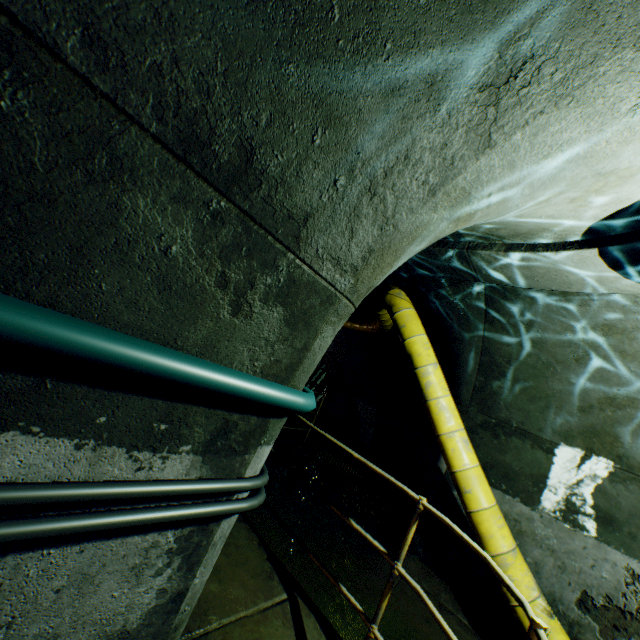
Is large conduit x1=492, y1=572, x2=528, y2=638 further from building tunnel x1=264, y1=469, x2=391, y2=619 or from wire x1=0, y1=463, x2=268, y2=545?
wire x1=0, y1=463, x2=268, y2=545

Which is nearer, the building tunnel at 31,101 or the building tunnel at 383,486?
the building tunnel at 31,101

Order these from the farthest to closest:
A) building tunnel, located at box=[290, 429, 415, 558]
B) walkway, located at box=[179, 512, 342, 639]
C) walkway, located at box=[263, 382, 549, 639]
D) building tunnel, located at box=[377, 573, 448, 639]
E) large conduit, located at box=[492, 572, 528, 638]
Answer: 1. building tunnel, located at box=[290, 429, 415, 558]
2. building tunnel, located at box=[377, 573, 448, 639]
3. large conduit, located at box=[492, 572, 528, 638]
4. walkway, located at box=[179, 512, 342, 639]
5. walkway, located at box=[263, 382, 549, 639]

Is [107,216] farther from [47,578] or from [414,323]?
[414,323]

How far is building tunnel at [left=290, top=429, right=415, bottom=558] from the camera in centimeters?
688cm

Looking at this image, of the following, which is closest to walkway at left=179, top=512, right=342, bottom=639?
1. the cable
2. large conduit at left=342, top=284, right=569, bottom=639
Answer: large conduit at left=342, top=284, right=569, bottom=639

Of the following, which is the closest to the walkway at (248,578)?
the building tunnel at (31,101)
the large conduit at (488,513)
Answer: A: the building tunnel at (31,101)

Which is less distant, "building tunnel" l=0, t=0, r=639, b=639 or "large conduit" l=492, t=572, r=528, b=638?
"building tunnel" l=0, t=0, r=639, b=639
